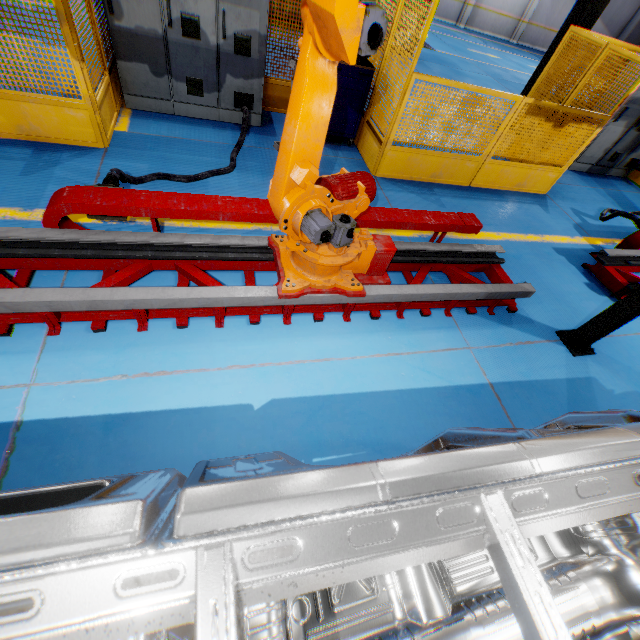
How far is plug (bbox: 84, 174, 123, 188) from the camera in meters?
2.9 m

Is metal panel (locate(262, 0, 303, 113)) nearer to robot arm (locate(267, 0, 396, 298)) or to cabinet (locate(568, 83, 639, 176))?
cabinet (locate(568, 83, 639, 176))

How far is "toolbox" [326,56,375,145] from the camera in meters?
5.0

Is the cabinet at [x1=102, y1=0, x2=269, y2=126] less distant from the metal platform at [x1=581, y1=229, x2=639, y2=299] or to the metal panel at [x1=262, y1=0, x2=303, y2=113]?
the metal panel at [x1=262, y1=0, x2=303, y2=113]

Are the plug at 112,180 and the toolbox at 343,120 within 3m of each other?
no

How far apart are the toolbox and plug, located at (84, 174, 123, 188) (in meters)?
3.66

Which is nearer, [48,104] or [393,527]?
[393,527]

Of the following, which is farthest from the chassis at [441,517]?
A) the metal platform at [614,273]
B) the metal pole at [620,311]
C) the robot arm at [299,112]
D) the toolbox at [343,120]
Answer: the toolbox at [343,120]
